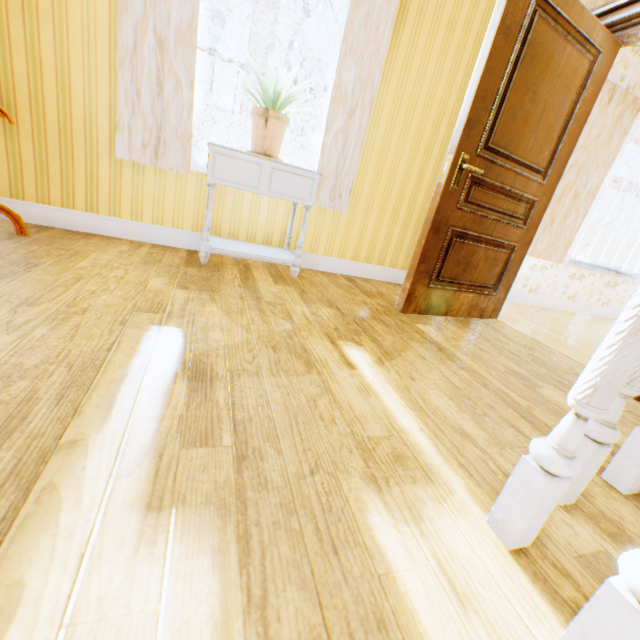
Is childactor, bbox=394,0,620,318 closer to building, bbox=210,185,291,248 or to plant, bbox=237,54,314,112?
building, bbox=210,185,291,248

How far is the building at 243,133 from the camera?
2.70m

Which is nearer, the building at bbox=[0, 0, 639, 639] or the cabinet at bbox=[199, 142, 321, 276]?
the building at bbox=[0, 0, 639, 639]

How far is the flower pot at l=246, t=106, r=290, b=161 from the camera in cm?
223

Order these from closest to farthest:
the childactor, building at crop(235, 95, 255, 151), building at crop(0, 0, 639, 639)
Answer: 1. building at crop(0, 0, 639, 639)
2. the childactor
3. building at crop(235, 95, 255, 151)

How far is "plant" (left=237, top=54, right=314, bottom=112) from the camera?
2.1m

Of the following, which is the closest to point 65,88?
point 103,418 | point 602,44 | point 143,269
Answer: point 143,269

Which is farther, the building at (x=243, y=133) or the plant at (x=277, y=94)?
the building at (x=243, y=133)
